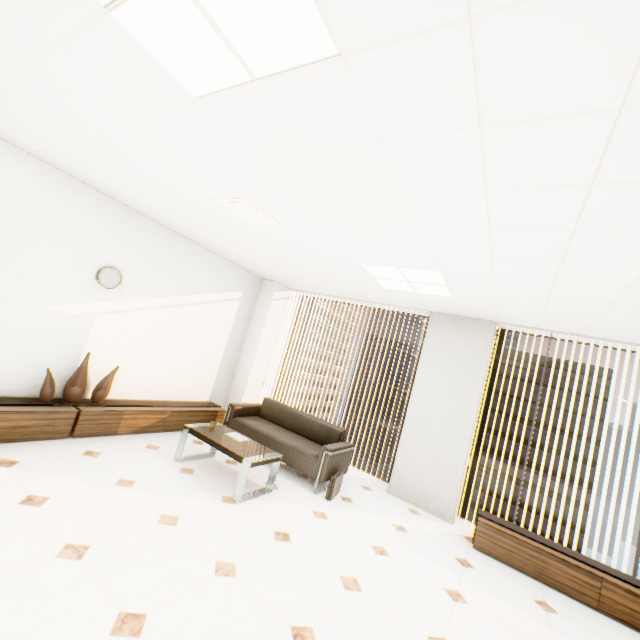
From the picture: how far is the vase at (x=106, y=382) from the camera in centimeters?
422cm

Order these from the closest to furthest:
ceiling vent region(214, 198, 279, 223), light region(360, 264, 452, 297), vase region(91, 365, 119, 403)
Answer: ceiling vent region(214, 198, 279, 223)
light region(360, 264, 452, 297)
vase region(91, 365, 119, 403)

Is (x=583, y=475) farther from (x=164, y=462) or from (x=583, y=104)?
(x=583, y=104)

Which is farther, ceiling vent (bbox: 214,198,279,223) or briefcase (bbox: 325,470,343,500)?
briefcase (bbox: 325,470,343,500)

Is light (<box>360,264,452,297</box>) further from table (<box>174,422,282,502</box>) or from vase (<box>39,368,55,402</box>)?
vase (<box>39,368,55,402</box>)

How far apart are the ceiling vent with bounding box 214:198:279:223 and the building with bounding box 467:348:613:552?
59.82m

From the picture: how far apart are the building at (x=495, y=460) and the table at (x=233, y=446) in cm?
5861

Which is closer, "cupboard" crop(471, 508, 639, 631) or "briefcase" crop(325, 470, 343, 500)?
"cupboard" crop(471, 508, 639, 631)
